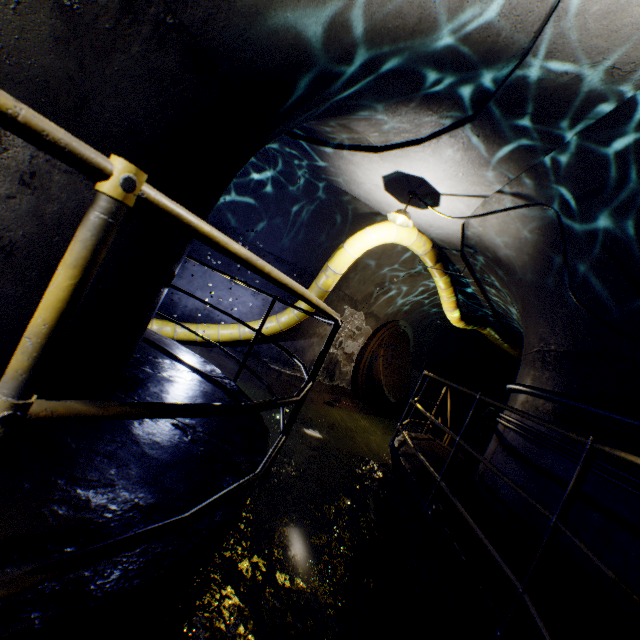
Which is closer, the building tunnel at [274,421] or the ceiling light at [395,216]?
the ceiling light at [395,216]

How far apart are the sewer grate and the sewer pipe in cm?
→ 1

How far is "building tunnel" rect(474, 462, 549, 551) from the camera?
3.48m

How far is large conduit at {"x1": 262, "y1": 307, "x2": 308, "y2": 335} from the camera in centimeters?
718cm

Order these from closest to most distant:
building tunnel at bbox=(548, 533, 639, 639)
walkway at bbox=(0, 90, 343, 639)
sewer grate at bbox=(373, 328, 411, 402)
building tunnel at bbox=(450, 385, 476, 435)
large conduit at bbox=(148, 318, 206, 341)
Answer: walkway at bbox=(0, 90, 343, 639) < building tunnel at bbox=(548, 533, 639, 639) < large conduit at bbox=(148, 318, 206, 341) < sewer grate at bbox=(373, 328, 411, 402) < building tunnel at bbox=(450, 385, 476, 435)

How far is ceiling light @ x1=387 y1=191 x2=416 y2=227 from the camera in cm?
502

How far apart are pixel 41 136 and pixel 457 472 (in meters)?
6.01

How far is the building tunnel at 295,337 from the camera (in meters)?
8.12
